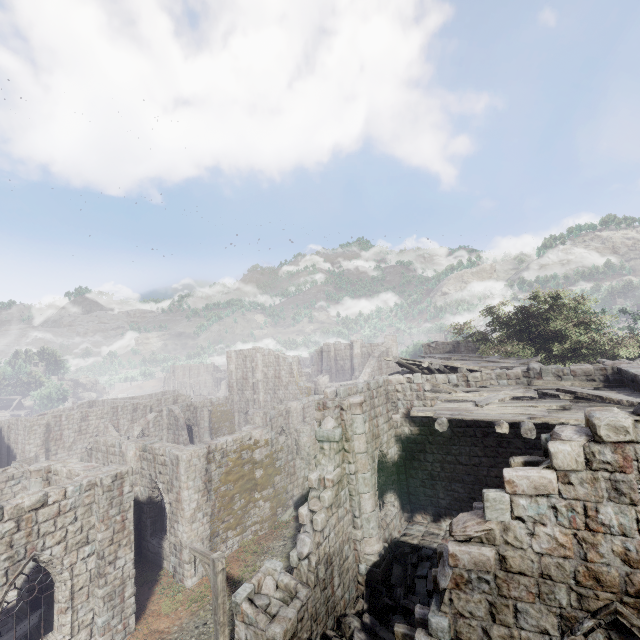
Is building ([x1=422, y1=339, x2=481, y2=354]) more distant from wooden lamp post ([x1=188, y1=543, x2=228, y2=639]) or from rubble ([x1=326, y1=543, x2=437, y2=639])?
wooden lamp post ([x1=188, y1=543, x2=228, y2=639])

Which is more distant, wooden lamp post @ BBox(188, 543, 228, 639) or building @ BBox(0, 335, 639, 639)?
wooden lamp post @ BBox(188, 543, 228, 639)

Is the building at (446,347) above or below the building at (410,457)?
above

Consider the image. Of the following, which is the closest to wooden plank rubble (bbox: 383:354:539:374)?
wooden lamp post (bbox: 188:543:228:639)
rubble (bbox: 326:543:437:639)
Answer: rubble (bbox: 326:543:437:639)

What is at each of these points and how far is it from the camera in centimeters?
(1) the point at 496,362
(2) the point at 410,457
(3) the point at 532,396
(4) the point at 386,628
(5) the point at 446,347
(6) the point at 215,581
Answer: (1) wooden plank rubble, 2011cm
(2) building, 1585cm
(3) wooden plank rubble, 1134cm
(4) rubble, 903cm
(5) building, 3262cm
(6) wooden lamp post, 869cm

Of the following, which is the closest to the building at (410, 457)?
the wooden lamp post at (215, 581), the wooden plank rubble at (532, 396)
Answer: the wooden plank rubble at (532, 396)

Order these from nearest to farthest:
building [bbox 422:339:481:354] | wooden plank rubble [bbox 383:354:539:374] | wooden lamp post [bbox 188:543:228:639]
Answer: wooden lamp post [bbox 188:543:228:639] < wooden plank rubble [bbox 383:354:539:374] < building [bbox 422:339:481:354]

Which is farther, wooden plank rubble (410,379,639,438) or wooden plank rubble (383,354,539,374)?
wooden plank rubble (383,354,539,374)
